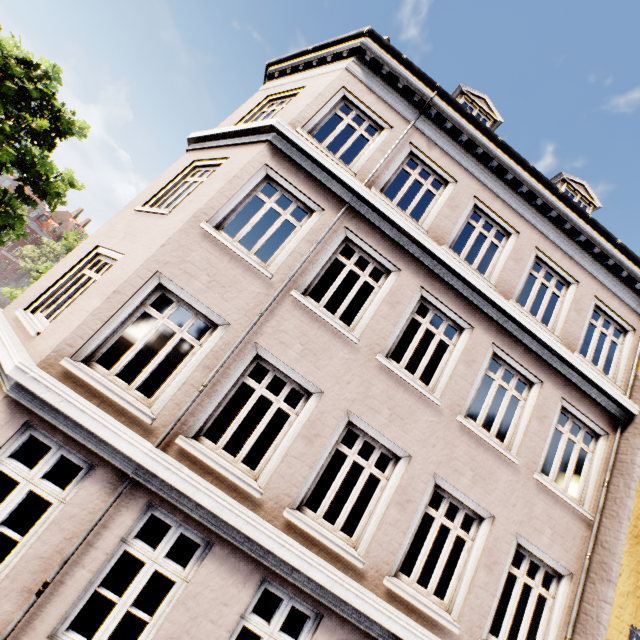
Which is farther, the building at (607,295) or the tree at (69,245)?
the tree at (69,245)

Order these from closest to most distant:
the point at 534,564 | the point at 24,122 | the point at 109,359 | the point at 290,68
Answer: the point at 534,564 < the point at 290,68 < the point at 24,122 < the point at 109,359

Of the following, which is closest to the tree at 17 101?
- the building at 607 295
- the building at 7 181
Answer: the building at 7 181

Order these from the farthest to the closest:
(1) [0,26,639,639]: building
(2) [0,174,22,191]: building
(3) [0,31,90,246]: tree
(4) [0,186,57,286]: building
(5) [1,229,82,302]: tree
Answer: (4) [0,186,57,286]: building, (2) [0,174,22,191]: building, (5) [1,229,82,302]: tree, (3) [0,31,90,246]: tree, (1) [0,26,639,639]: building

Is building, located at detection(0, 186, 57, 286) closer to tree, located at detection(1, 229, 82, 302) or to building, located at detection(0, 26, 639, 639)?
tree, located at detection(1, 229, 82, 302)
